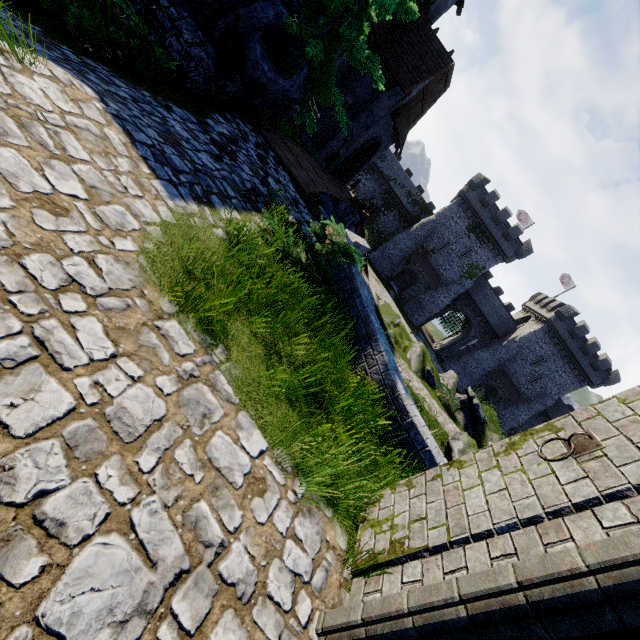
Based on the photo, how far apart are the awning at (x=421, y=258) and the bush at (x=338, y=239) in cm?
3840

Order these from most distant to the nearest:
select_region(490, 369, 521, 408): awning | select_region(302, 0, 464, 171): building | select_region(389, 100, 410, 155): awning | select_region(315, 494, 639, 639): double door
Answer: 1. select_region(490, 369, 521, 408): awning
2. select_region(389, 100, 410, 155): awning
3. select_region(302, 0, 464, 171): building
4. select_region(315, 494, 639, 639): double door

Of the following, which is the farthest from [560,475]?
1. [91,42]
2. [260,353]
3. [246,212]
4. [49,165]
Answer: [91,42]

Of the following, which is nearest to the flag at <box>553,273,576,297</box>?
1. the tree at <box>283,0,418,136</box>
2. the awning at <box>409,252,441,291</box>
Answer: the awning at <box>409,252,441,291</box>

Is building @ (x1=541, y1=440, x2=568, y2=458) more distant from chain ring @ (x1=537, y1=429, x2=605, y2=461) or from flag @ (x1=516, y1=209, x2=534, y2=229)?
flag @ (x1=516, y1=209, x2=534, y2=229)

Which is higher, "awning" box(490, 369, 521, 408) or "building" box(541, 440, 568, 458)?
"building" box(541, 440, 568, 458)

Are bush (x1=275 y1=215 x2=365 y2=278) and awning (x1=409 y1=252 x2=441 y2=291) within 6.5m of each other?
no

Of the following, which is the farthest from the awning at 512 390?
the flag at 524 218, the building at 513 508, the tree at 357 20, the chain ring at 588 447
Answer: the chain ring at 588 447
